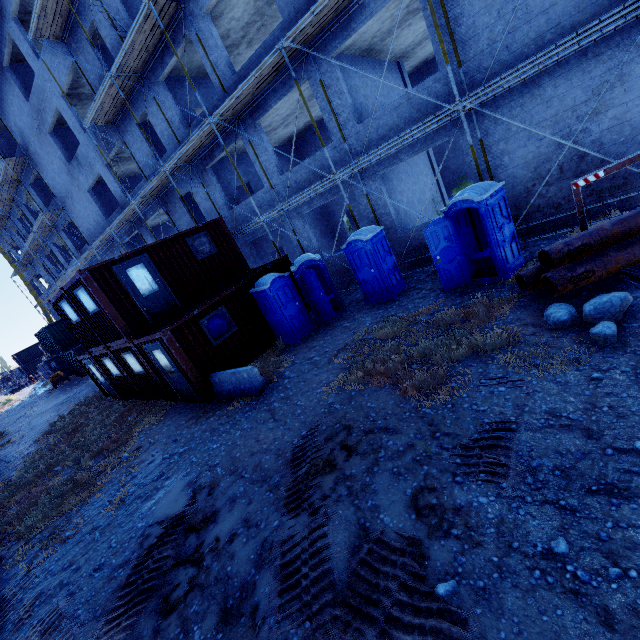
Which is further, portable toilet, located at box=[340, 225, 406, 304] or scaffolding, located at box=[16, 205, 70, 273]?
scaffolding, located at box=[16, 205, 70, 273]

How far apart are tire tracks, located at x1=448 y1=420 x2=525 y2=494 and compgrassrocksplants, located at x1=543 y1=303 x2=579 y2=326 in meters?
2.1 m

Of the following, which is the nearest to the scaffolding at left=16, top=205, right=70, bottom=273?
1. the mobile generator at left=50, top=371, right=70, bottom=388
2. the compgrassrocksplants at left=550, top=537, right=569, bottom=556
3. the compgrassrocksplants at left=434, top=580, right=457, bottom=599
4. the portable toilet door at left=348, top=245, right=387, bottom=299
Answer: the portable toilet door at left=348, top=245, right=387, bottom=299

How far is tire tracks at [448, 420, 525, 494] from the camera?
3.82m

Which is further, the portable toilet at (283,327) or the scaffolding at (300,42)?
the portable toilet at (283,327)

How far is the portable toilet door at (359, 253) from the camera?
10.4 meters

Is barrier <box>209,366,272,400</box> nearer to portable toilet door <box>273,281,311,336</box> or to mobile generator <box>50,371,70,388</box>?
portable toilet door <box>273,281,311,336</box>

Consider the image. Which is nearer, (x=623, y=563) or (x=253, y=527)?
(x=623, y=563)
